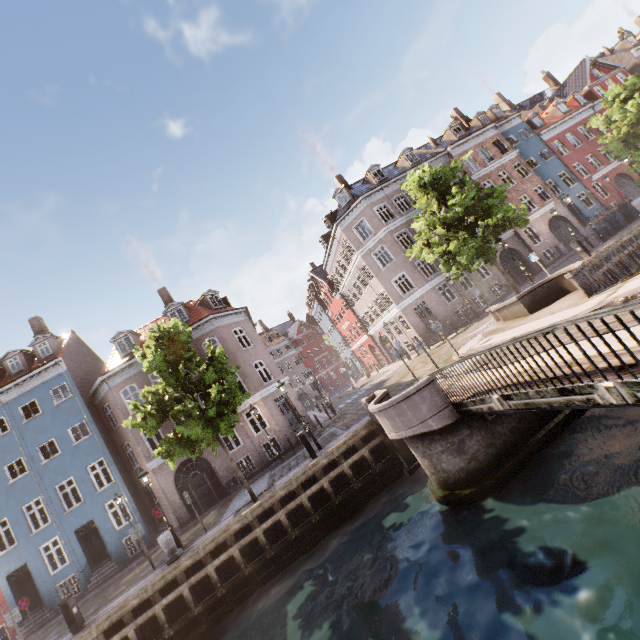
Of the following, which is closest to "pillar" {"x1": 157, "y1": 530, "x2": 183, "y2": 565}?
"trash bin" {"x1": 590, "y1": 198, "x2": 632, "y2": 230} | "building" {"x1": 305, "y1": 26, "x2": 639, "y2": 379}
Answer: "building" {"x1": 305, "y1": 26, "x2": 639, "y2": 379}

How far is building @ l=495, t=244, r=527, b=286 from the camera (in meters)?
27.70

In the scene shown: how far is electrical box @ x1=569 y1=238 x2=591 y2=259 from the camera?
17.45m

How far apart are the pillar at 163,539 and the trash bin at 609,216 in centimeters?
3052cm

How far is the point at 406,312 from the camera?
27.80m

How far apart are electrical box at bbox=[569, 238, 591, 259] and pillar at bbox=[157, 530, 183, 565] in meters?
24.2 m

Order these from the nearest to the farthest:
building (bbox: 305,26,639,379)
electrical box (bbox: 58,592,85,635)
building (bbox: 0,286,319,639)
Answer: electrical box (bbox: 58,592,85,635), building (bbox: 0,286,319,639), building (bbox: 305,26,639,379)

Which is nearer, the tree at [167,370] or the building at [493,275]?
the tree at [167,370]
